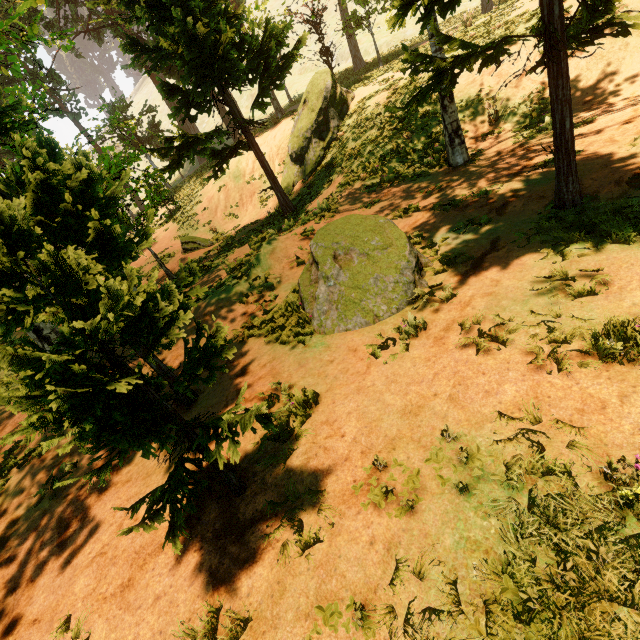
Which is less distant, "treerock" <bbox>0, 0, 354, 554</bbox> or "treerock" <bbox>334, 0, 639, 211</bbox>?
"treerock" <bbox>0, 0, 354, 554</bbox>

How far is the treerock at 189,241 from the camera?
18.0m

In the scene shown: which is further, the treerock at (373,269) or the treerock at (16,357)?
the treerock at (373,269)

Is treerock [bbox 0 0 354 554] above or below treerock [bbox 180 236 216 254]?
above

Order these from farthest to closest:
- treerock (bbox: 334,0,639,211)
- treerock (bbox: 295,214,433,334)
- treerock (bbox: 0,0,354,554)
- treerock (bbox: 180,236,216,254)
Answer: treerock (bbox: 180,236,216,254)
treerock (bbox: 295,214,433,334)
treerock (bbox: 334,0,639,211)
treerock (bbox: 0,0,354,554)

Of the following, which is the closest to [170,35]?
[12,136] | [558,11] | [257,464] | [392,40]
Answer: [12,136]

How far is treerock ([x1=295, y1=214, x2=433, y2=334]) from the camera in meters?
5.9 m
